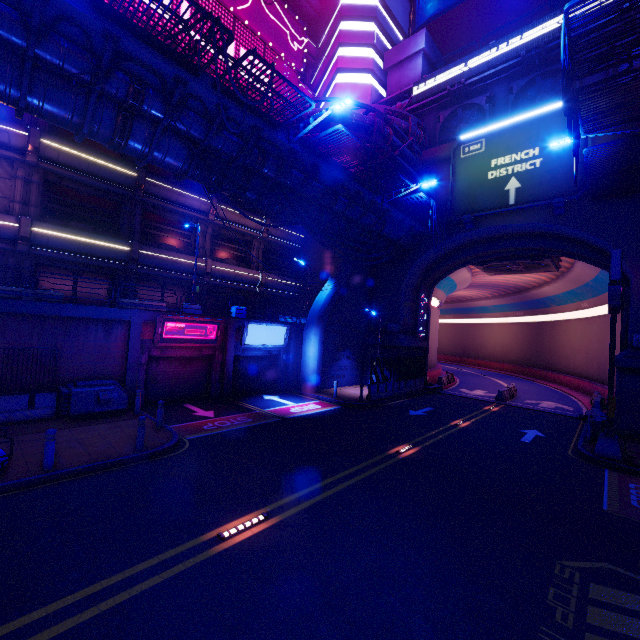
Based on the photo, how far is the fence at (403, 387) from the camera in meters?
20.9 m

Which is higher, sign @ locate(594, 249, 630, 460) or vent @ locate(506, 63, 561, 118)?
vent @ locate(506, 63, 561, 118)

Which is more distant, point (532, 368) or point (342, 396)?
point (532, 368)

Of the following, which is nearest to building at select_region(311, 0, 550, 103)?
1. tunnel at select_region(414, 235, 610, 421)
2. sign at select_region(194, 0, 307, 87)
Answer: sign at select_region(194, 0, 307, 87)

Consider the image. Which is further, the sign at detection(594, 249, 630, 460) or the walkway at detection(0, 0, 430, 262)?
the sign at detection(594, 249, 630, 460)

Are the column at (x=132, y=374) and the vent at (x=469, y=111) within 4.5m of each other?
no

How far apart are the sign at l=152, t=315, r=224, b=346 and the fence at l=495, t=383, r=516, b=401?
20.5 meters

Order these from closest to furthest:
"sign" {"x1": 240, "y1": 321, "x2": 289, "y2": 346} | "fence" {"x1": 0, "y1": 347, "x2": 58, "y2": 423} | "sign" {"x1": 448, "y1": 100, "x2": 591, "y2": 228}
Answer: "fence" {"x1": 0, "y1": 347, "x2": 58, "y2": 423} < "sign" {"x1": 448, "y1": 100, "x2": 591, "y2": 228} < "sign" {"x1": 240, "y1": 321, "x2": 289, "y2": 346}
